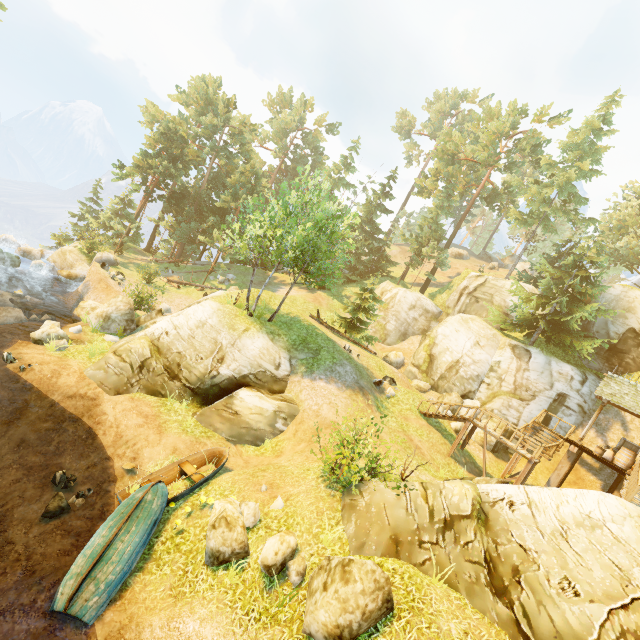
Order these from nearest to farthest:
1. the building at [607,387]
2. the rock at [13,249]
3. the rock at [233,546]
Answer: the rock at [233,546] → the building at [607,387] → the rock at [13,249]

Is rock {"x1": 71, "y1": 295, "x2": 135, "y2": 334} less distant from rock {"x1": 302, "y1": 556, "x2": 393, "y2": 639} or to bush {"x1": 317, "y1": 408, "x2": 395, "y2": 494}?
bush {"x1": 317, "y1": 408, "x2": 395, "y2": 494}

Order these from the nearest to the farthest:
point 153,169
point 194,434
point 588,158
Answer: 1. point 194,434
2. point 588,158
3. point 153,169

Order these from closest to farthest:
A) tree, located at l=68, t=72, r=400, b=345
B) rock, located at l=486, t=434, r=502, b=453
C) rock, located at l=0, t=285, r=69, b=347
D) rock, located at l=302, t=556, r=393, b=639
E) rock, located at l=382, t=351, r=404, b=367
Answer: rock, located at l=302, t=556, r=393, b=639 → rock, located at l=0, t=285, r=69, b=347 → tree, located at l=68, t=72, r=400, b=345 → rock, located at l=486, t=434, r=502, b=453 → rock, located at l=382, t=351, r=404, b=367

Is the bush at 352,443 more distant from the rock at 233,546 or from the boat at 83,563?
the boat at 83,563

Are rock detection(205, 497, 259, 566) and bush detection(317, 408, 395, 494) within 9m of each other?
yes

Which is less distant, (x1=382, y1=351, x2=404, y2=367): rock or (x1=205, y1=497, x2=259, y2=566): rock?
(x1=205, y1=497, x2=259, y2=566): rock

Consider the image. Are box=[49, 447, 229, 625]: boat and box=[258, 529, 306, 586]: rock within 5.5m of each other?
yes
